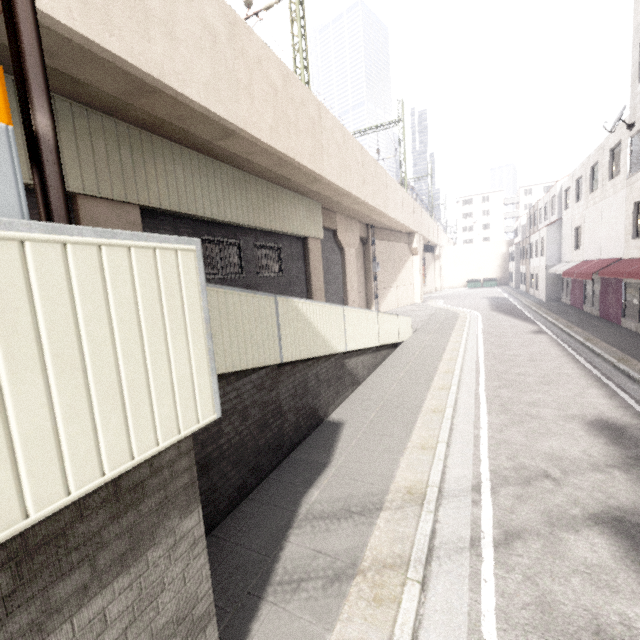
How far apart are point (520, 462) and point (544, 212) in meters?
31.8

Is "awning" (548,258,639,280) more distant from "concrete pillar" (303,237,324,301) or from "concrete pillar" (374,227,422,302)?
"concrete pillar" (303,237,324,301)

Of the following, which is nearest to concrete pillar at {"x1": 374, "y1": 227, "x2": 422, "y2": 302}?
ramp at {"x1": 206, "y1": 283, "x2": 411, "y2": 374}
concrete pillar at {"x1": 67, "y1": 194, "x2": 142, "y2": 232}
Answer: ramp at {"x1": 206, "y1": 283, "x2": 411, "y2": 374}

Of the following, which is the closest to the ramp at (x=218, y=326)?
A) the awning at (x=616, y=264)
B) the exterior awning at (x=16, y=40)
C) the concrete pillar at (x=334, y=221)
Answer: the exterior awning at (x=16, y=40)

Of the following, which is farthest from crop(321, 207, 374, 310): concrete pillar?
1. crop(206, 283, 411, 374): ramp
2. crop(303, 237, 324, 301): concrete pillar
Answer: crop(206, 283, 411, 374): ramp

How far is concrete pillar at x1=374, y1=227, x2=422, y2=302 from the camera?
27.03m

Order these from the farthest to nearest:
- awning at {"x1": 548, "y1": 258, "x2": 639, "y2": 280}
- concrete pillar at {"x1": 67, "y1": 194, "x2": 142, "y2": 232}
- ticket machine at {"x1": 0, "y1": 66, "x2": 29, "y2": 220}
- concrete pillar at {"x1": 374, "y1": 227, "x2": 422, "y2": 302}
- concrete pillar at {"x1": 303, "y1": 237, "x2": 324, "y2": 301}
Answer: concrete pillar at {"x1": 374, "y1": 227, "x2": 422, "y2": 302}, concrete pillar at {"x1": 303, "y1": 237, "x2": 324, "y2": 301}, awning at {"x1": 548, "y1": 258, "x2": 639, "y2": 280}, concrete pillar at {"x1": 67, "y1": 194, "x2": 142, "y2": 232}, ticket machine at {"x1": 0, "y1": 66, "x2": 29, "y2": 220}

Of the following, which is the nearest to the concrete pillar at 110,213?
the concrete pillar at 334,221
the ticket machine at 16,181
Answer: the ticket machine at 16,181
